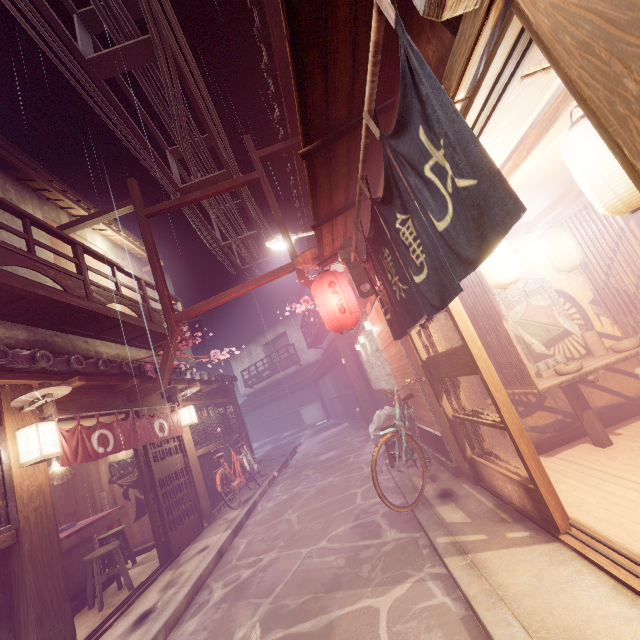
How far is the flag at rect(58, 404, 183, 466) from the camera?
7.88m

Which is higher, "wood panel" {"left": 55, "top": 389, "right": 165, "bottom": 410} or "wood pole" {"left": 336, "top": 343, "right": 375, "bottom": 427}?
"wood panel" {"left": 55, "top": 389, "right": 165, "bottom": 410}

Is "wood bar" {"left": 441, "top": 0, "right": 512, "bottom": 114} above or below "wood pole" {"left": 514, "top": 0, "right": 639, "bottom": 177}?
above

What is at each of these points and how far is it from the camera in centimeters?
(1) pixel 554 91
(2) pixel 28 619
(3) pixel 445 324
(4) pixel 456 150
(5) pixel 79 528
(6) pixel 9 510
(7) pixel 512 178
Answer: (1) building, 384cm
(2) wood pole, 598cm
(3) building, 842cm
(4) flag, 270cm
(5) table, 956cm
(6) window grill, 629cm
(7) wood bar, 498cm

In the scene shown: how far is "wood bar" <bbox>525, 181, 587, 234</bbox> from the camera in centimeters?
704cm

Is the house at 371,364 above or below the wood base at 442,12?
below

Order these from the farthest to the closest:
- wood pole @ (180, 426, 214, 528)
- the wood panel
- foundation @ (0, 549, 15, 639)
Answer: wood pole @ (180, 426, 214, 528), the wood panel, foundation @ (0, 549, 15, 639)

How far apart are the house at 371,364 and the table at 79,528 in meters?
11.3
